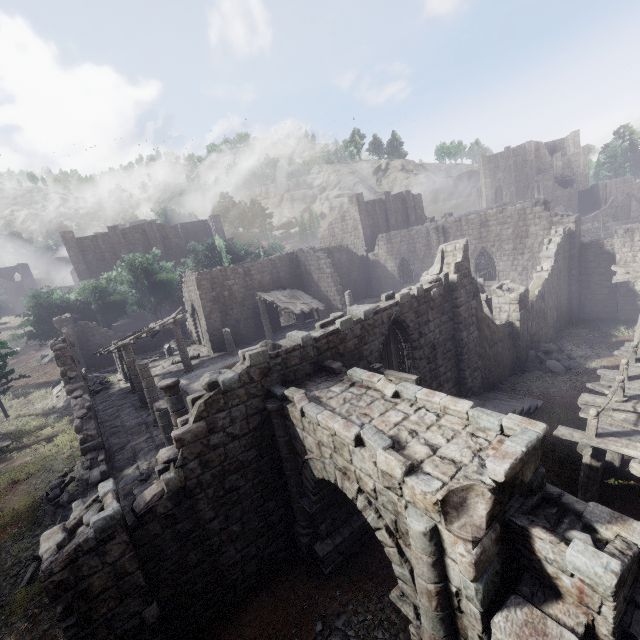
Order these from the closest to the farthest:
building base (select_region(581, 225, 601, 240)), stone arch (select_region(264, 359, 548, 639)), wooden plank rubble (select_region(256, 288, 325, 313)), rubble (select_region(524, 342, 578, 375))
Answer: stone arch (select_region(264, 359, 548, 639)) < rubble (select_region(524, 342, 578, 375)) < wooden plank rubble (select_region(256, 288, 325, 313)) < building base (select_region(581, 225, 601, 240))

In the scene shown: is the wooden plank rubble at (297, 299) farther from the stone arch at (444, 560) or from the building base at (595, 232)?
the building base at (595, 232)

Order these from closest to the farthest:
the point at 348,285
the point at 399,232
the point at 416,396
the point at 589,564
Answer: the point at 589,564 → the point at 416,396 → the point at 399,232 → the point at 348,285

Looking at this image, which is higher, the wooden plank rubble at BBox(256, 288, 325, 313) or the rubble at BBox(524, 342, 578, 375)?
the wooden plank rubble at BBox(256, 288, 325, 313)

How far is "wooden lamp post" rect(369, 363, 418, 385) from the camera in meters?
8.4

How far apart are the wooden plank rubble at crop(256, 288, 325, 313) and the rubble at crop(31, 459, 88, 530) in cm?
1587

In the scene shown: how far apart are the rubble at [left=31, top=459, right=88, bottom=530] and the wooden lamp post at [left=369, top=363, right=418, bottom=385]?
11.9 meters

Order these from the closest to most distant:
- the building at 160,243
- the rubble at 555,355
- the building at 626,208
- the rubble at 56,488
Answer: the rubble at 56,488, the rubble at 555,355, the building at 160,243, the building at 626,208
